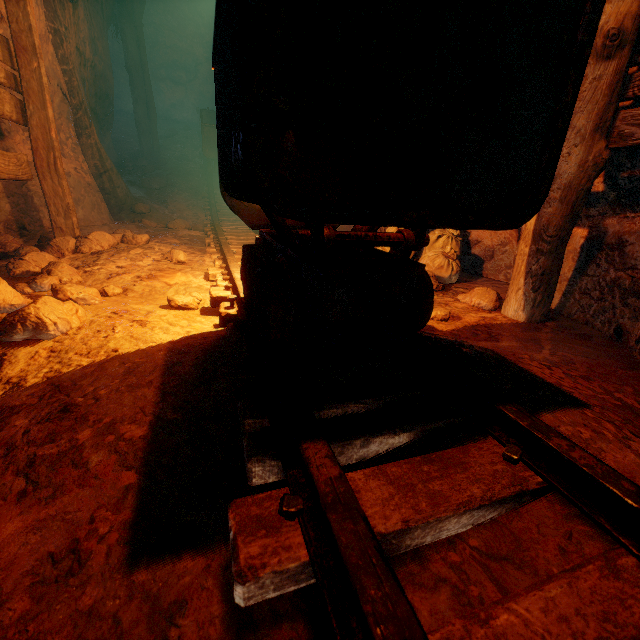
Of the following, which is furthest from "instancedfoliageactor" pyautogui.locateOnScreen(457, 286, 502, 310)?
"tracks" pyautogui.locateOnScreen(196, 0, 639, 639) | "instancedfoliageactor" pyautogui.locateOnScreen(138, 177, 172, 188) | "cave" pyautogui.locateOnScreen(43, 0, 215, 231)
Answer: "instancedfoliageactor" pyautogui.locateOnScreen(138, 177, 172, 188)

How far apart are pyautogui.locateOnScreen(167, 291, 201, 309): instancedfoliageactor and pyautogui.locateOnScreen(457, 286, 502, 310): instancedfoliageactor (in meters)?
2.47

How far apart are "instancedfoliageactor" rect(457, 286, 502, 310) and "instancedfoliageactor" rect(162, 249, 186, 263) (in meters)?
2.91

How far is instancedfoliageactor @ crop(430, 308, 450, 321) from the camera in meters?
2.7

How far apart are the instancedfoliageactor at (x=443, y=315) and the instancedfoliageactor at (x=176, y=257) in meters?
2.6

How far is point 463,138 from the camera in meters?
0.9

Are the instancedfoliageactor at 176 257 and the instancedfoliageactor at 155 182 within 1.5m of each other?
no

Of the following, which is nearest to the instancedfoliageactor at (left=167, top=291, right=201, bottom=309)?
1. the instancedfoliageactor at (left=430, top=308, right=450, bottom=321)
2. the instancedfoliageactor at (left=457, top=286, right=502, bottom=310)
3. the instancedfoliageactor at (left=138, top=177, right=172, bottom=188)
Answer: the instancedfoliageactor at (left=430, top=308, right=450, bottom=321)
